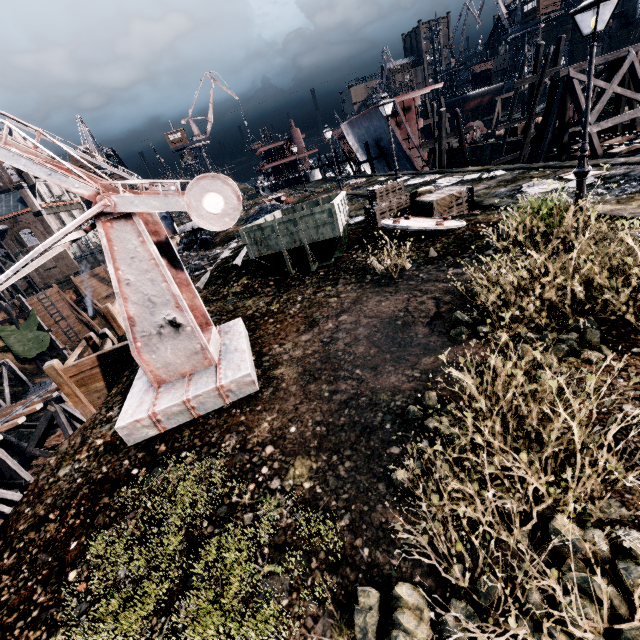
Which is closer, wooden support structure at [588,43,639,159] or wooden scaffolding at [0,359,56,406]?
wooden support structure at [588,43,639,159]

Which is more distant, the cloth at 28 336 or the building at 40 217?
the building at 40 217

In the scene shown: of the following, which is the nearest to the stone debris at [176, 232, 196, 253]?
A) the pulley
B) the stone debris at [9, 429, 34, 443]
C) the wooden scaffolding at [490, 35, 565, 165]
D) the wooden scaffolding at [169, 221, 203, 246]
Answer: the wooden scaffolding at [169, 221, 203, 246]

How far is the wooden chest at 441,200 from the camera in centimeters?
1405cm

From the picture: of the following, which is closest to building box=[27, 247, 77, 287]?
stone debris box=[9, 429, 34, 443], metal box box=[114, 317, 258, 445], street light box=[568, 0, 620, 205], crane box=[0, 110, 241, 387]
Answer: stone debris box=[9, 429, 34, 443]

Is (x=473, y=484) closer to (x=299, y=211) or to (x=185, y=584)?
(x=185, y=584)

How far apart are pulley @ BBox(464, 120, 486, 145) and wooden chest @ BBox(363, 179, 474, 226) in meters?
30.8

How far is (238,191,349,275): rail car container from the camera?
11.0 meters
